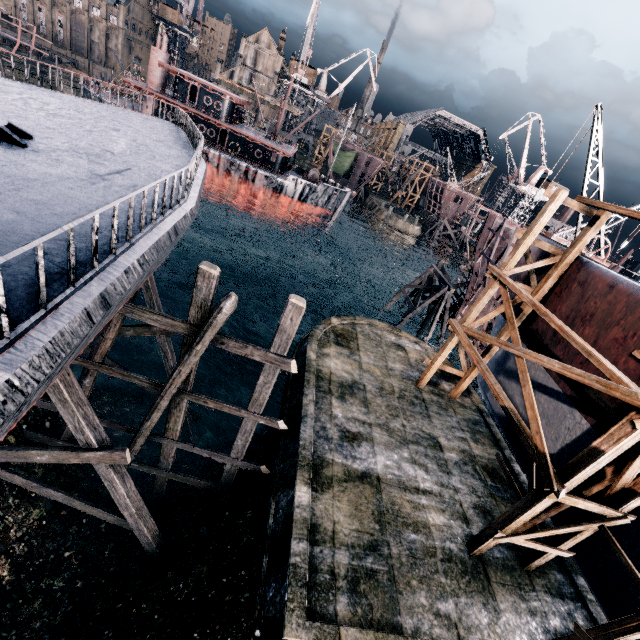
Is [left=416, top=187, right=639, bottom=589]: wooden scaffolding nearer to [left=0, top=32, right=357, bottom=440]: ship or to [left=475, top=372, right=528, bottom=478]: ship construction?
[left=475, top=372, right=528, bottom=478]: ship construction

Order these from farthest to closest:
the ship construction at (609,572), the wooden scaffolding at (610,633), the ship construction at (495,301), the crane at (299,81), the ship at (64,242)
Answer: the crane at (299,81) < the ship construction at (495,301) < the ship construction at (609,572) < the wooden scaffolding at (610,633) < the ship at (64,242)

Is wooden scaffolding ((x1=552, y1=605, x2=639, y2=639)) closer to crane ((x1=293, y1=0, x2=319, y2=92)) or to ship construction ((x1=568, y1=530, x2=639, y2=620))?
ship construction ((x1=568, y1=530, x2=639, y2=620))

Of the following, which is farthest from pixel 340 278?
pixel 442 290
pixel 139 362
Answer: pixel 139 362

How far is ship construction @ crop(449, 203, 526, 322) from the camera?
23.4m

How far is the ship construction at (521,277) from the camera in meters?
17.5 m
